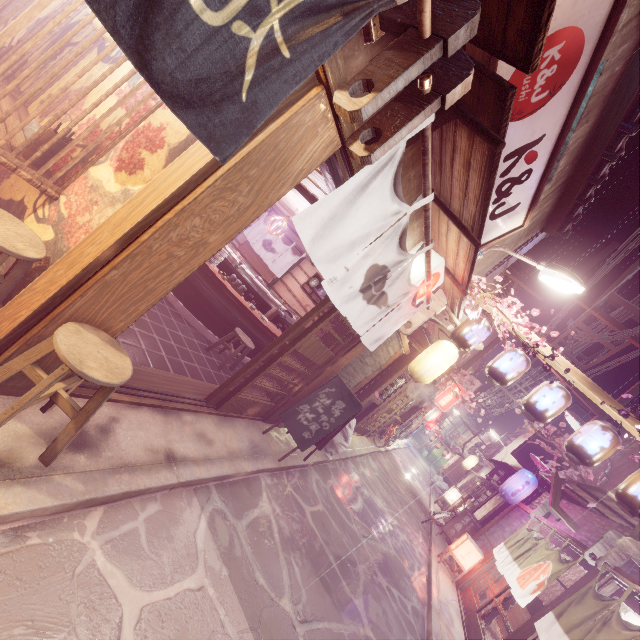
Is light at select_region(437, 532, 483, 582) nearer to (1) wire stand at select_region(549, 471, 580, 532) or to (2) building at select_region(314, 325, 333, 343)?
(1) wire stand at select_region(549, 471, 580, 532)

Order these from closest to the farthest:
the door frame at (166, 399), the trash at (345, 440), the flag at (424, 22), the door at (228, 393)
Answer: the flag at (424, 22), the door frame at (166, 399), the door at (228, 393), the trash at (345, 440)

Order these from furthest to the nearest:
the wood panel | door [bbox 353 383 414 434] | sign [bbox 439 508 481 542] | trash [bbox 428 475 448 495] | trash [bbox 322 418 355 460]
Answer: trash [bbox 428 475 448 495], door [bbox 353 383 414 434], sign [bbox 439 508 481 542], trash [bbox 322 418 355 460], the wood panel

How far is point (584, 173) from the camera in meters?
10.7 m

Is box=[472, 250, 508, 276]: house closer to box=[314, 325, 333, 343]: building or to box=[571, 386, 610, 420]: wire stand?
box=[314, 325, 333, 343]: building

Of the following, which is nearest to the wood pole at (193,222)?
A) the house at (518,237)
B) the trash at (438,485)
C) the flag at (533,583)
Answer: the house at (518,237)

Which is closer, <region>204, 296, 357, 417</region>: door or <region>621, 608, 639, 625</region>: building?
<region>204, 296, 357, 417</region>: door

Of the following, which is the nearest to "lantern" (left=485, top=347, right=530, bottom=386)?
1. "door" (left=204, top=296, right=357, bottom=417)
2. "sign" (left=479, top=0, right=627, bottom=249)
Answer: "sign" (left=479, top=0, right=627, bottom=249)
